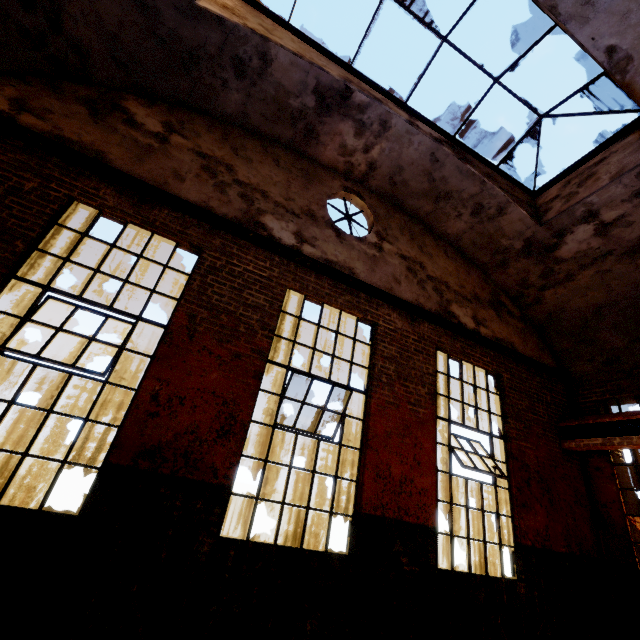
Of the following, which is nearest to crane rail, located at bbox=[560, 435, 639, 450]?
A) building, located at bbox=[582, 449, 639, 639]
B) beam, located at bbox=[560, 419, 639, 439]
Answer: beam, located at bbox=[560, 419, 639, 439]

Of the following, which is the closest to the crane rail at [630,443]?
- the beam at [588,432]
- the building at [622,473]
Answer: the beam at [588,432]

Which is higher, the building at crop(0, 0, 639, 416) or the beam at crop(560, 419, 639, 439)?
the building at crop(0, 0, 639, 416)

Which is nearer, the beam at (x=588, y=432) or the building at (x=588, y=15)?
the building at (x=588, y=15)

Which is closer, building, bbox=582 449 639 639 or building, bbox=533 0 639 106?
building, bbox=533 0 639 106

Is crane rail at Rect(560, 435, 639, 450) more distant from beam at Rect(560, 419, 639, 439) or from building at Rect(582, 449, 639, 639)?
building at Rect(582, 449, 639, 639)

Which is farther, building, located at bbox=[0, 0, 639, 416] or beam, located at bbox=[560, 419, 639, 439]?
beam, located at bbox=[560, 419, 639, 439]

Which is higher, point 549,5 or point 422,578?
point 549,5
